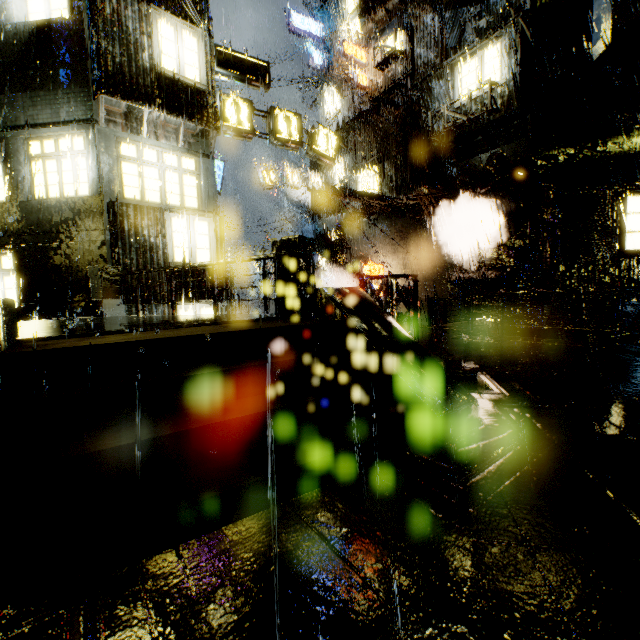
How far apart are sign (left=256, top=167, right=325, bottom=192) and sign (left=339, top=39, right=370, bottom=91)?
6.68m

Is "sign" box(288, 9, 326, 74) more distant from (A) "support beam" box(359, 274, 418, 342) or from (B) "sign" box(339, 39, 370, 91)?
(A) "support beam" box(359, 274, 418, 342)

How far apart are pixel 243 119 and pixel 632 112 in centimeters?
1594cm

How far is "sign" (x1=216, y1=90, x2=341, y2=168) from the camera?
12.0 meters

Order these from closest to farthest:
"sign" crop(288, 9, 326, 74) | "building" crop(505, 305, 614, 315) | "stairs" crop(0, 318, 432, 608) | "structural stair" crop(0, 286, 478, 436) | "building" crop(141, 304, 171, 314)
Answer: "stairs" crop(0, 318, 432, 608)
"structural stair" crop(0, 286, 478, 436)
"building" crop(141, 304, 171, 314)
"building" crop(505, 305, 614, 315)
"sign" crop(288, 9, 326, 74)

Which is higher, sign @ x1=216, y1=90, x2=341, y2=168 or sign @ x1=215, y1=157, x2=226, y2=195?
sign @ x1=215, y1=157, x2=226, y2=195

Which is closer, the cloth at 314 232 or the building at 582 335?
the building at 582 335

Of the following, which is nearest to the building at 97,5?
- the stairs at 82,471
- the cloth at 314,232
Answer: the cloth at 314,232
